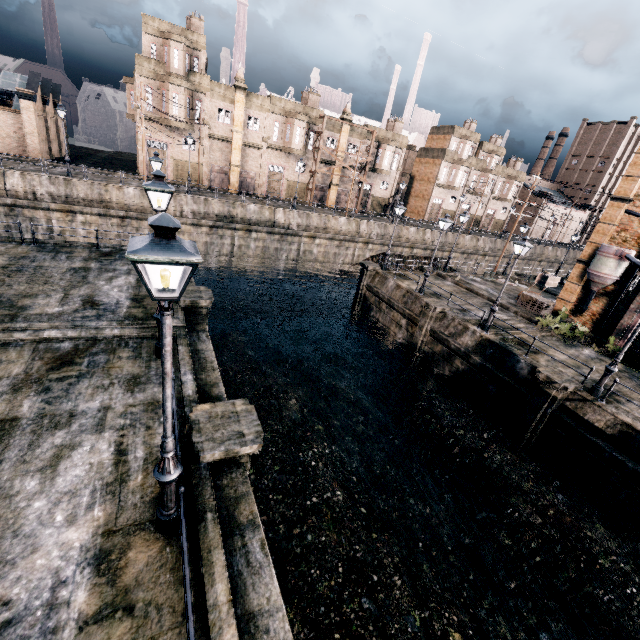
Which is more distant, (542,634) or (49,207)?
(49,207)

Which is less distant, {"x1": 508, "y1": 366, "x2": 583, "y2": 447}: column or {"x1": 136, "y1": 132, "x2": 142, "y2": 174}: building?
{"x1": 508, "y1": 366, "x2": 583, "y2": 447}: column

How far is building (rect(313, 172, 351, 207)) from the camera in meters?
49.7 m

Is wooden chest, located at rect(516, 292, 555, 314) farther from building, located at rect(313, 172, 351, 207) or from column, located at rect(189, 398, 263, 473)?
building, located at rect(313, 172, 351, 207)

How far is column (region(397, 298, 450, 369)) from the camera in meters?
21.9 m

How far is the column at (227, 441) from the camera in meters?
7.5

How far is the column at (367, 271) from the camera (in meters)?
28.72

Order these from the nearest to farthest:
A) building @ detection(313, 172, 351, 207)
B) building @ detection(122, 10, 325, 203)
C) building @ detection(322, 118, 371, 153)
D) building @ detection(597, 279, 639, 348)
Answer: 1. building @ detection(597, 279, 639, 348)
2. building @ detection(122, 10, 325, 203)
3. building @ detection(322, 118, 371, 153)
4. building @ detection(313, 172, 351, 207)
